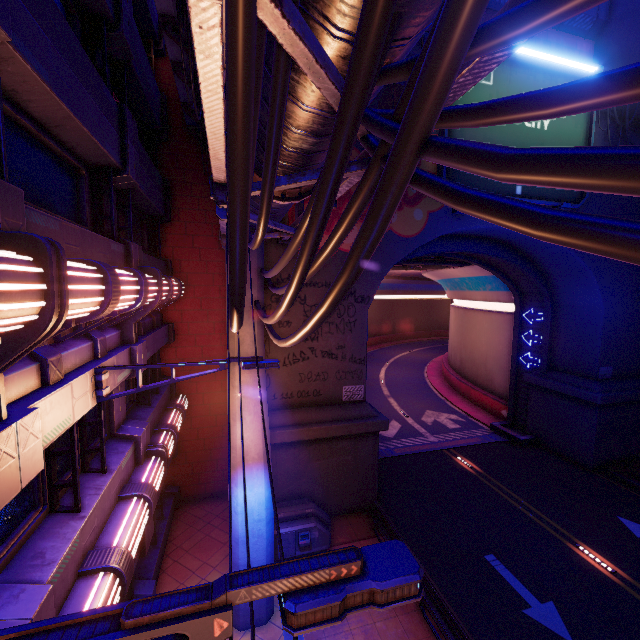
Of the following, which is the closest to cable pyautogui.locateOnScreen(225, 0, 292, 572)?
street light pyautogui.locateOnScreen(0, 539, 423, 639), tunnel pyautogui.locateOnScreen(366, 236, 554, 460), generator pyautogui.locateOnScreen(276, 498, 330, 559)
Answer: street light pyautogui.locateOnScreen(0, 539, 423, 639)

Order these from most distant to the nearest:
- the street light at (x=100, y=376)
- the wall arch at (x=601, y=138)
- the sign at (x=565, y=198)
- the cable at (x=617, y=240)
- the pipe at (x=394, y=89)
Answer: the wall arch at (x=601, y=138), the sign at (x=565, y=198), the street light at (x=100, y=376), the pipe at (x=394, y=89), the cable at (x=617, y=240)

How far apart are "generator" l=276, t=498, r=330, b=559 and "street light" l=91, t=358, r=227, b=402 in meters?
7.0

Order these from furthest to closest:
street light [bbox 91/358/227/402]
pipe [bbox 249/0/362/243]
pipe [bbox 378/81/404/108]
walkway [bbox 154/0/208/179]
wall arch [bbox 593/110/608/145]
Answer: wall arch [bbox 593/110/608/145], walkway [bbox 154/0/208/179], street light [bbox 91/358/227/402], pipe [bbox 378/81/404/108], pipe [bbox 249/0/362/243]

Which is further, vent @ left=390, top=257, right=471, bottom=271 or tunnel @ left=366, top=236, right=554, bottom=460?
vent @ left=390, top=257, right=471, bottom=271

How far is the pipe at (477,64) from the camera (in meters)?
2.18

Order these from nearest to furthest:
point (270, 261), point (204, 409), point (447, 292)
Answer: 1. point (270, 261)
2. point (204, 409)
3. point (447, 292)

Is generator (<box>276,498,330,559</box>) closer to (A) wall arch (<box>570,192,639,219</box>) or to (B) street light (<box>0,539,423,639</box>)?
(A) wall arch (<box>570,192,639,219</box>)
